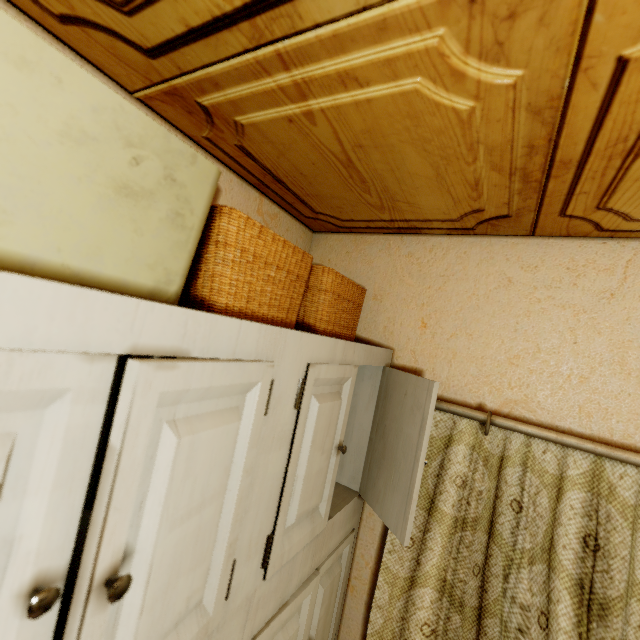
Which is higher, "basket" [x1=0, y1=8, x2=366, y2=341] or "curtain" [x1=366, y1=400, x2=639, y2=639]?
"basket" [x1=0, y1=8, x2=366, y2=341]

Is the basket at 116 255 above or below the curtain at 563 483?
above

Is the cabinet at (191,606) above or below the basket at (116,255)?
below

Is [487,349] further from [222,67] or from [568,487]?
[222,67]

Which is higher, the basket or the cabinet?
the basket
